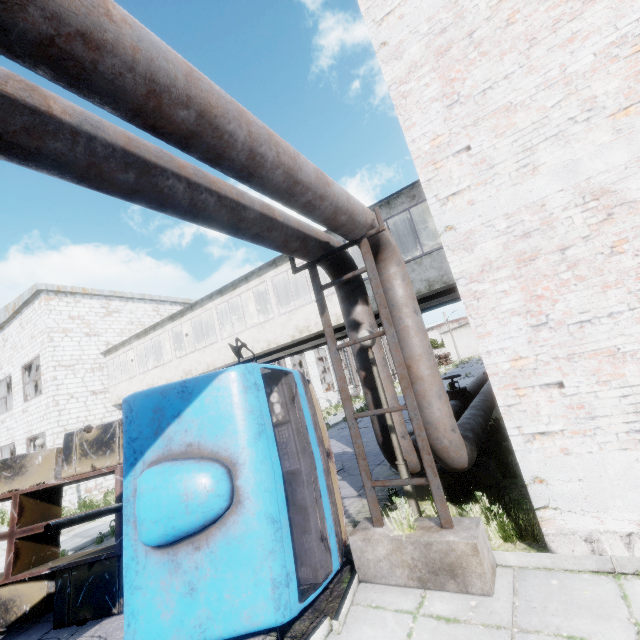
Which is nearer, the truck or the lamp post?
the truck

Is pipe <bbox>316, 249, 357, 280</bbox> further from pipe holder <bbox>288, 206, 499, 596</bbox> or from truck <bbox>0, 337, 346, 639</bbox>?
truck <bbox>0, 337, 346, 639</bbox>

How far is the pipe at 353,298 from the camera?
5.89m

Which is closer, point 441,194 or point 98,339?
point 441,194

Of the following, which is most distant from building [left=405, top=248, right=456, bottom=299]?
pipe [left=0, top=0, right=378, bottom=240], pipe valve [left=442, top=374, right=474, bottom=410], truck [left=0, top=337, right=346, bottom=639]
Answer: truck [left=0, top=337, right=346, bottom=639]

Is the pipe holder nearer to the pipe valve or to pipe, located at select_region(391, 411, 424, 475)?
pipe, located at select_region(391, 411, 424, 475)

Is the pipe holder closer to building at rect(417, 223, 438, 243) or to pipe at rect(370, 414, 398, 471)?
pipe at rect(370, 414, 398, 471)

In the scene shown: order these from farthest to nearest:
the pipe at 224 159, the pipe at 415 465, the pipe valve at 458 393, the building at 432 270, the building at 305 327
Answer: the building at 305 327 < the pipe valve at 458 393 < the building at 432 270 < the pipe at 415 465 < the pipe at 224 159
